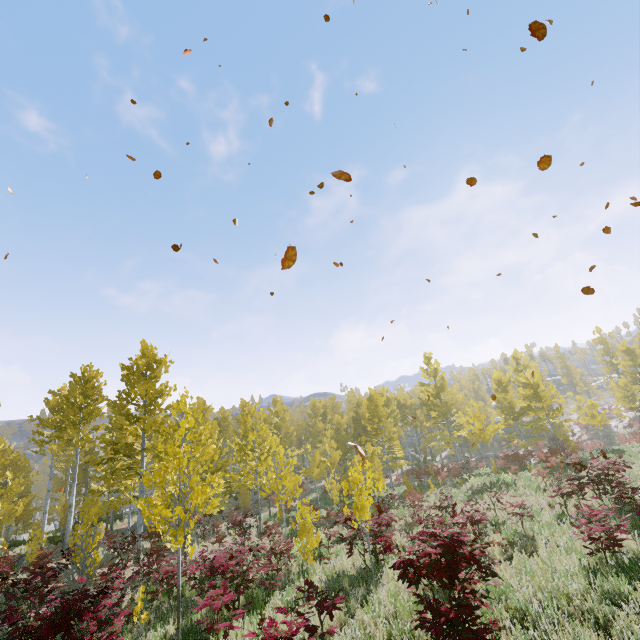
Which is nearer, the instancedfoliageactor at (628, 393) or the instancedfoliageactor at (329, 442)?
the instancedfoliageactor at (329, 442)

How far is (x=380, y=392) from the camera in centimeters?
3806cm

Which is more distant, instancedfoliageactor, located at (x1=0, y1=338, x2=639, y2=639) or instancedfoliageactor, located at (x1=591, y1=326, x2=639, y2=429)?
instancedfoliageactor, located at (x1=591, y1=326, x2=639, y2=429)
